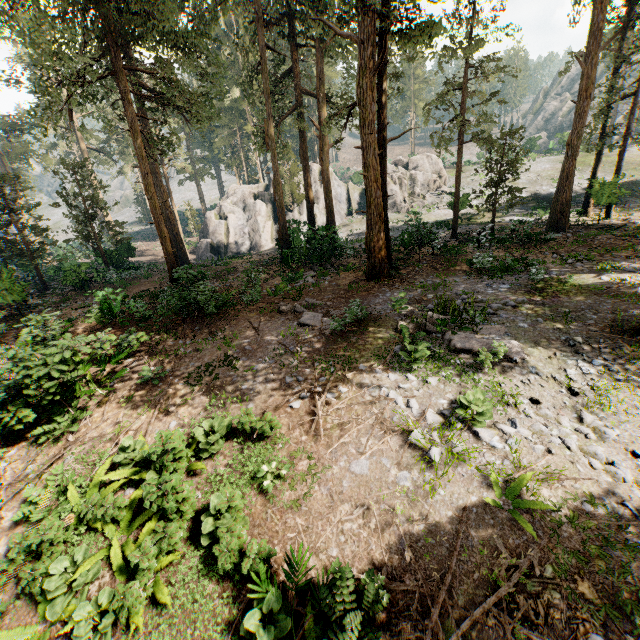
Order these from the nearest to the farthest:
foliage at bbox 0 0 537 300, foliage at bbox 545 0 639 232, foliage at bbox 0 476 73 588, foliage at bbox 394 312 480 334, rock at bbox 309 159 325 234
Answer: foliage at bbox 0 476 73 588 → foliage at bbox 394 312 480 334 → foliage at bbox 0 0 537 300 → foliage at bbox 545 0 639 232 → rock at bbox 309 159 325 234

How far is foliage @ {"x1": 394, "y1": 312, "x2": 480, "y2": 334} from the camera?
10.3m

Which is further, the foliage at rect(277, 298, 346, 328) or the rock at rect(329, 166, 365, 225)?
the rock at rect(329, 166, 365, 225)

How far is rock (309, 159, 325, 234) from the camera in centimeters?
3806cm

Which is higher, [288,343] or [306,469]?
[288,343]

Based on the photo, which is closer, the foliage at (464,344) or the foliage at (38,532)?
the foliage at (38,532)

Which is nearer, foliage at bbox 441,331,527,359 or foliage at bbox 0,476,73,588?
foliage at bbox 0,476,73,588

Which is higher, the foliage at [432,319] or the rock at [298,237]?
the rock at [298,237]
